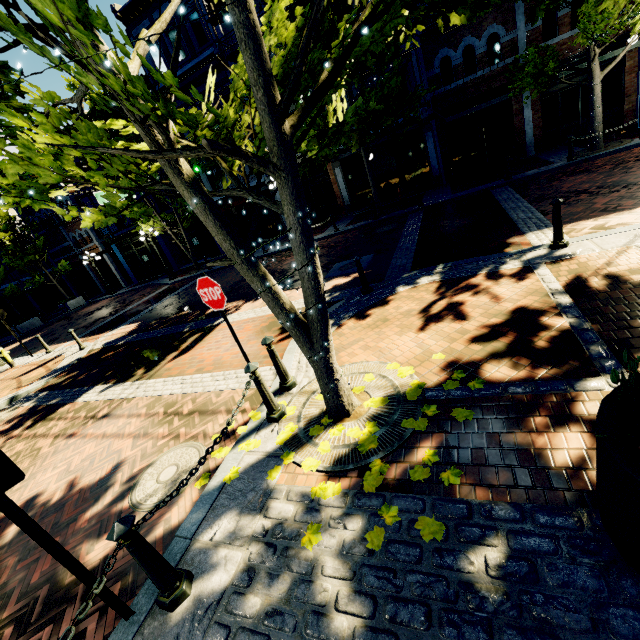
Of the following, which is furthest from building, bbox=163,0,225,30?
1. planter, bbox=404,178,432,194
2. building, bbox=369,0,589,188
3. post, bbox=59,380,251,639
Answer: post, bbox=59,380,251,639

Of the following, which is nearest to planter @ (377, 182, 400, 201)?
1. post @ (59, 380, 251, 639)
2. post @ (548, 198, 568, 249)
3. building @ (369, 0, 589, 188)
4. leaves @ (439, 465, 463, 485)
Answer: post @ (548, 198, 568, 249)

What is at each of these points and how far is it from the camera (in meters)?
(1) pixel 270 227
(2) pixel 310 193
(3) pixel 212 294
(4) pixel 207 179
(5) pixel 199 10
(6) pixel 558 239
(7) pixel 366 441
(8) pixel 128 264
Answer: (1) building, 21.48
(2) building, 19.52
(3) sign, 3.88
(4) building, 21.30
(5) building, 16.80
(6) post, 5.75
(7) leaves, 3.38
(8) building, 26.91

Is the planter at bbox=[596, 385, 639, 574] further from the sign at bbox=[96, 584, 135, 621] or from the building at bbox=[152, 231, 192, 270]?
the building at bbox=[152, 231, 192, 270]

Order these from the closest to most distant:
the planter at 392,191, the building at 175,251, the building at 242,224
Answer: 1. the planter at 392,191
2. the building at 242,224
3. the building at 175,251

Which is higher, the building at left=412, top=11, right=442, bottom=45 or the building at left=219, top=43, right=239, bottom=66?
the building at left=219, top=43, right=239, bottom=66

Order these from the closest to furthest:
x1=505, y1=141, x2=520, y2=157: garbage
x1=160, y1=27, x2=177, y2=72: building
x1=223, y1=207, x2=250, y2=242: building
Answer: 1. x1=505, y1=141, x2=520, y2=157: garbage
2. x1=160, y1=27, x2=177, y2=72: building
3. x1=223, y1=207, x2=250, y2=242: building

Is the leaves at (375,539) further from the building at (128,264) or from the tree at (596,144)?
the building at (128,264)
